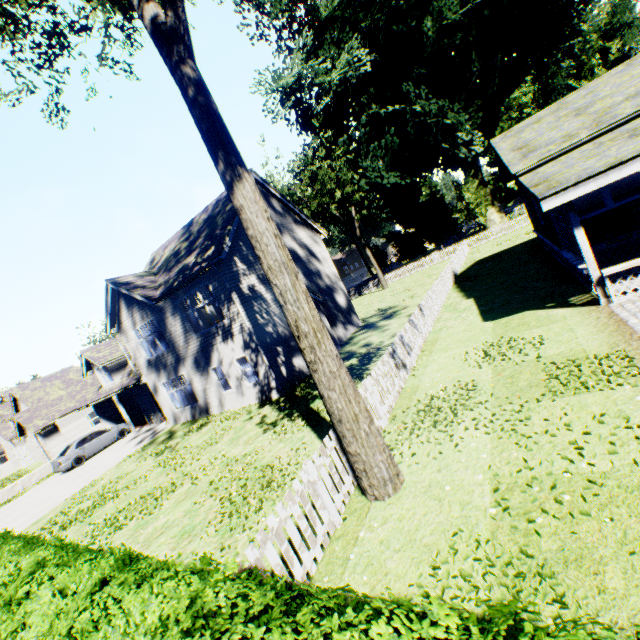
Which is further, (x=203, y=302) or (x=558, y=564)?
(x=203, y=302)

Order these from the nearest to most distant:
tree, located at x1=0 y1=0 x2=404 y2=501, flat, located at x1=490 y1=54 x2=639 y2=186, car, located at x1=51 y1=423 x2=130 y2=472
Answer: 1. tree, located at x1=0 y1=0 x2=404 y2=501
2. flat, located at x1=490 y1=54 x2=639 y2=186
3. car, located at x1=51 y1=423 x2=130 y2=472

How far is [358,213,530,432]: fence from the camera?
8.2 meters

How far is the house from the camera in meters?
9.6

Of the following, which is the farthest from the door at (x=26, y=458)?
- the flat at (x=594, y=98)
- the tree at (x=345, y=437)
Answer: the flat at (x=594, y=98)

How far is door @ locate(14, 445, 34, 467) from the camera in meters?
34.9

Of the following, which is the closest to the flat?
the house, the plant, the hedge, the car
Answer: the house

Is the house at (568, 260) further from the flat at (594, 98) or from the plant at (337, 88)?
the plant at (337, 88)
